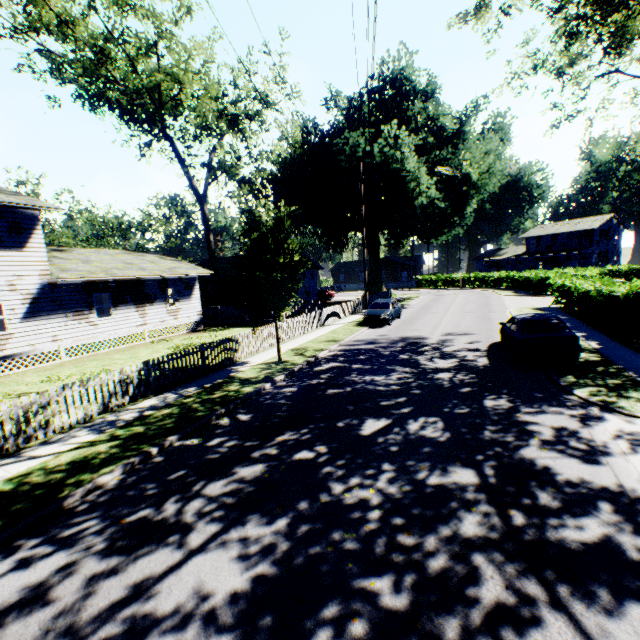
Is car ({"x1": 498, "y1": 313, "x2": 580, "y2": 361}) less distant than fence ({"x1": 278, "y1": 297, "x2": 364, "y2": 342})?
Yes

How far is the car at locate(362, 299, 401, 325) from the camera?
21.7 meters

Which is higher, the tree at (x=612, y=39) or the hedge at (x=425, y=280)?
the tree at (x=612, y=39)

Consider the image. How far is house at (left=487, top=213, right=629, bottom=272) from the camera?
50.28m

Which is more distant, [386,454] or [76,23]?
[76,23]

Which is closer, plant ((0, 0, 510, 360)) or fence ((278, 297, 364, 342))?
plant ((0, 0, 510, 360))

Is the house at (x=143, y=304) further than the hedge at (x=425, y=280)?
No

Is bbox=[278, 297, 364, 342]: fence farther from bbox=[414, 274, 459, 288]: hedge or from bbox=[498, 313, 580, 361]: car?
bbox=[414, 274, 459, 288]: hedge
